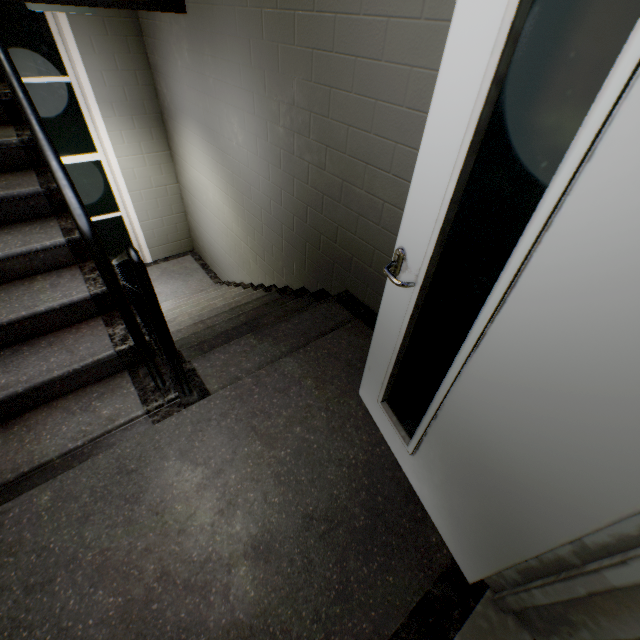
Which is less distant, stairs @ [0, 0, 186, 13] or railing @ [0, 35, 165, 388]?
railing @ [0, 35, 165, 388]

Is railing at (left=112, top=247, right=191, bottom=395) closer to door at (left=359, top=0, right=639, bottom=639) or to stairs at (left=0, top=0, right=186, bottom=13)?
stairs at (left=0, top=0, right=186, bottom=13)

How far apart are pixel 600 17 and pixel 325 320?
1.97m

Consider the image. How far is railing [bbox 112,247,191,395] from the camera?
1.28m

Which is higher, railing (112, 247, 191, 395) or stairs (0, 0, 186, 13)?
stairs (0, 0, 186, 13)

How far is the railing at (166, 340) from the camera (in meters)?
1.28

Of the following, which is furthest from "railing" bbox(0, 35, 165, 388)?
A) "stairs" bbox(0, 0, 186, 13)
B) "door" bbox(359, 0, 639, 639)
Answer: "door" bbox(359, 0, 639, 639)

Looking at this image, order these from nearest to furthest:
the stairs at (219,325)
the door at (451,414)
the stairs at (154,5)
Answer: the door at (451,414), the stairs at (219,325), the stairs at (154,5)
